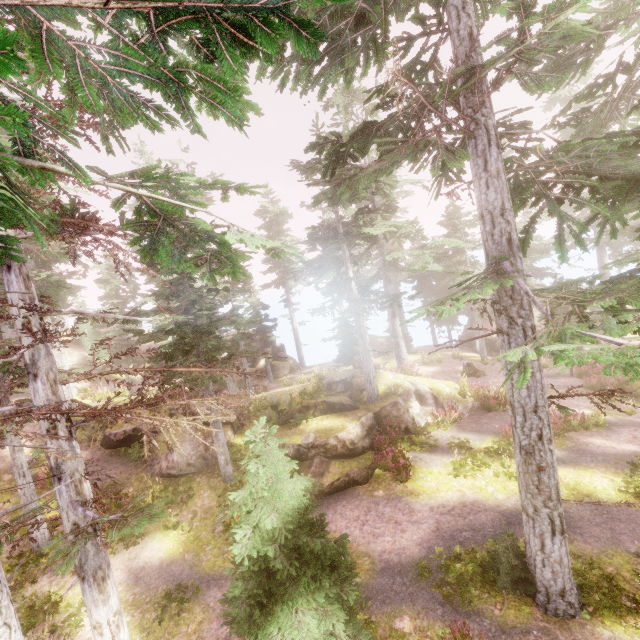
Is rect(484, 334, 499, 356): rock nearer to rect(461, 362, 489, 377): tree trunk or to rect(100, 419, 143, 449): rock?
rect(461, 362, 489, 377): tree trunk

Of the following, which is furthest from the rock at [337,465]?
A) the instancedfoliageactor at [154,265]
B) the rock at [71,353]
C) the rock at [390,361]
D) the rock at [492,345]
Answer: the rock at [71,353]

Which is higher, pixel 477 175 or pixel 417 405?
pixel 477 175

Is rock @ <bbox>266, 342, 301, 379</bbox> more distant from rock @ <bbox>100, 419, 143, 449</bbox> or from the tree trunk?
the tree trunk

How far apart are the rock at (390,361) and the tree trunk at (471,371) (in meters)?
3.81

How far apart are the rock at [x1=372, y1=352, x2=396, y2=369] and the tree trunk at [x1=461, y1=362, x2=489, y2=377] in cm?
381

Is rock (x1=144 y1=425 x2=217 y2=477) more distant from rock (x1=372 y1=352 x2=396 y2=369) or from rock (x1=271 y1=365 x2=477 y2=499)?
rock (x1=372 y1=352 x2=396 y2=369)

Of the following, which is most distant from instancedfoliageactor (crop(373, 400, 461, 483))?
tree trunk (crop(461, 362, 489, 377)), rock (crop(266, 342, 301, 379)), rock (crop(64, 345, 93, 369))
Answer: tree trunk (crop(461, 362, 489, 377))
